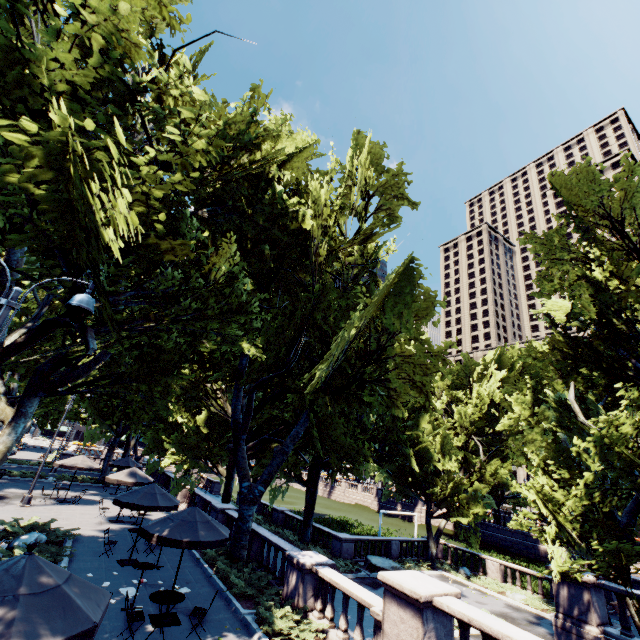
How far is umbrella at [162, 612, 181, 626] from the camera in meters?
9.4 m

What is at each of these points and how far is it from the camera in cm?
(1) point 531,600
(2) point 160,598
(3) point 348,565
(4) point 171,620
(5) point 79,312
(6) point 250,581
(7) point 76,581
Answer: (1) bush, 2039
(2) table, 885
(3) bush, 2153
(4) umbrella, 967
(5) light, 589
(6) bush, 1259
(7) umbrella, 527

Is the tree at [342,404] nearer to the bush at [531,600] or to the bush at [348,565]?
the bush at [348,565]

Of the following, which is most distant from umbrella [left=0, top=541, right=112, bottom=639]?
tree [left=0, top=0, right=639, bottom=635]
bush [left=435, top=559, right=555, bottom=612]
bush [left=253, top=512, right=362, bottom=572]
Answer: bush [left=435, top=559, right=555, bottom=612]

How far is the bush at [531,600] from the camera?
20.1m

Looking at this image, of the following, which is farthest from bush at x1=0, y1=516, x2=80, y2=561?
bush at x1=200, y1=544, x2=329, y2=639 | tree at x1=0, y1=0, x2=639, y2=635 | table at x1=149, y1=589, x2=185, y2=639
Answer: bush at x1=200, y1=544, x2=329, y2=639

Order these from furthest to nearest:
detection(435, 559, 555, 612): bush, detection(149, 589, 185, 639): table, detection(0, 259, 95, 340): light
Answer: detection(435, 559, 555, 612): bush, detection(149, 589, 185, 639): table, detection(0, 259, 95, 340): light

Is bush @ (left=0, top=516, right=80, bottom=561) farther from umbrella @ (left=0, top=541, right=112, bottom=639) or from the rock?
the rock
